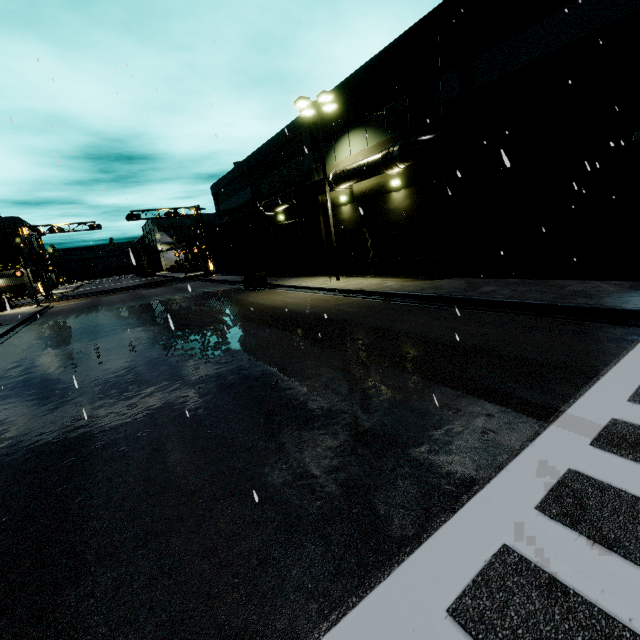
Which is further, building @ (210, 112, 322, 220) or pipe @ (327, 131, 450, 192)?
building @ (210, 112, 322, 220)

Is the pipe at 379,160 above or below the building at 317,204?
above

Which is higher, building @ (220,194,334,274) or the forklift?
building @ (220,194,334,274)

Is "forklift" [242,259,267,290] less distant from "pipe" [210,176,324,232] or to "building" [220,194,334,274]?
"pipe" [210,176,324,232]

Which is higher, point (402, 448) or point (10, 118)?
point (10, 118)

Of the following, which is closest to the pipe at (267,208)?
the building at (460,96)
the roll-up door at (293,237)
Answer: the building at (460,96)

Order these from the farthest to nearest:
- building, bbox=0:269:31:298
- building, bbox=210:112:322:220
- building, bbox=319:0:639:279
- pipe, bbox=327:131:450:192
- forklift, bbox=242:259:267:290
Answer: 1. building, bbox=0:269:31:298
2. forklift, bbox=242:259:267:290
3. building, bbox=210:112:322:220
4. pipe, bbox=327:131:450:192
5. building, bbox=319:0:639:279

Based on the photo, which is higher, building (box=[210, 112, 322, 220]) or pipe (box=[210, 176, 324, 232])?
building (box=[210, 112, 322, 220])
